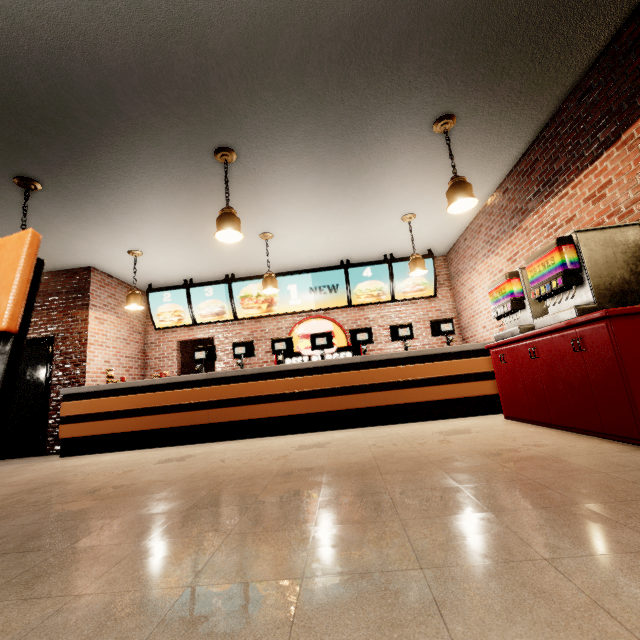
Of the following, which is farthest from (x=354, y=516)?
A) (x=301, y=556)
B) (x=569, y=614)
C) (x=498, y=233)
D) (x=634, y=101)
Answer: (x=498, y=233)
